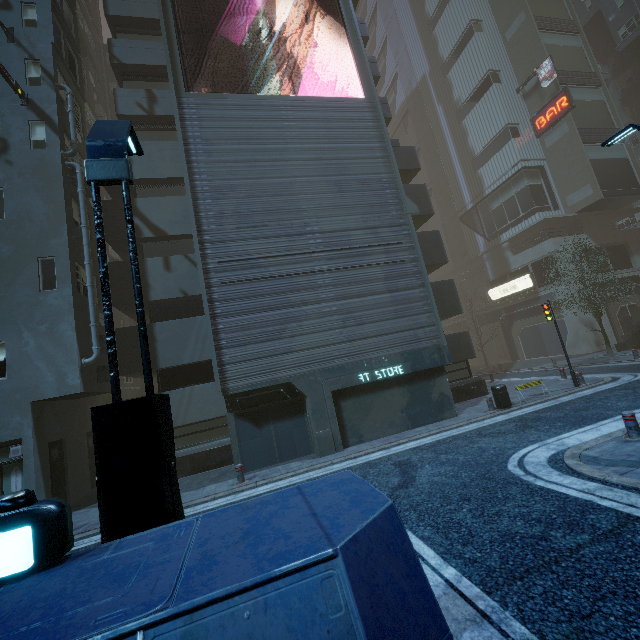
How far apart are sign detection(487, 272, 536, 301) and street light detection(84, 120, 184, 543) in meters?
32.6

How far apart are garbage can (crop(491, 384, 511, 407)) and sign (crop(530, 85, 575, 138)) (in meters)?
28.18

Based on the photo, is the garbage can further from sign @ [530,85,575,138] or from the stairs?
sign @ [530,85,575,138]

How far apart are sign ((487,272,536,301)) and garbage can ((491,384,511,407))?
20.6 meters

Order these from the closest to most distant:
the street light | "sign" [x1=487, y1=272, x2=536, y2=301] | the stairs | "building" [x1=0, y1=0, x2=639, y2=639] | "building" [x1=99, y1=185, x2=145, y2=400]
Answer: "building" [x1=0, y1=0, x2=639, y2=639] → the street light → "building" [x1=99, y1=185, x2=145, y2=400] → the stairs → "sign" [x1=487, y1=272, x2=536, y2=301]

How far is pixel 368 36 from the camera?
20.5m

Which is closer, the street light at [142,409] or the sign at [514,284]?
the street light at [142,409]

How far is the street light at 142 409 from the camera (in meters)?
2.91
